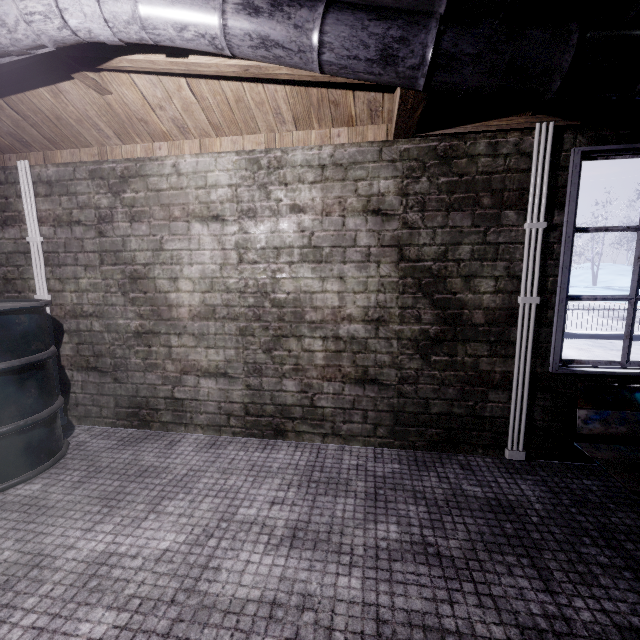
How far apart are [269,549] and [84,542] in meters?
0.9

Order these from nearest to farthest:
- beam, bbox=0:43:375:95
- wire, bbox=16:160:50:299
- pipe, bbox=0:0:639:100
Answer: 1. pipe, bbox=0:0:639:100
2. beam, bbox=0:43:375:95
3. wire, bbox=16:160:50:299

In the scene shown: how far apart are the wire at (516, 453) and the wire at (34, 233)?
3.3m

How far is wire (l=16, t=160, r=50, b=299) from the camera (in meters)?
2.29

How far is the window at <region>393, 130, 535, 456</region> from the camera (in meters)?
1.88

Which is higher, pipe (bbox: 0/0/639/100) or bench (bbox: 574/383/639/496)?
pipe (bbox: 0/0/639/100)

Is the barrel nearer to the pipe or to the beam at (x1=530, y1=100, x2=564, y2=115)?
the pipe

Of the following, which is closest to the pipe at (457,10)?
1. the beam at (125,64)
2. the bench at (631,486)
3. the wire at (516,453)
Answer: the beam at (125,64)
